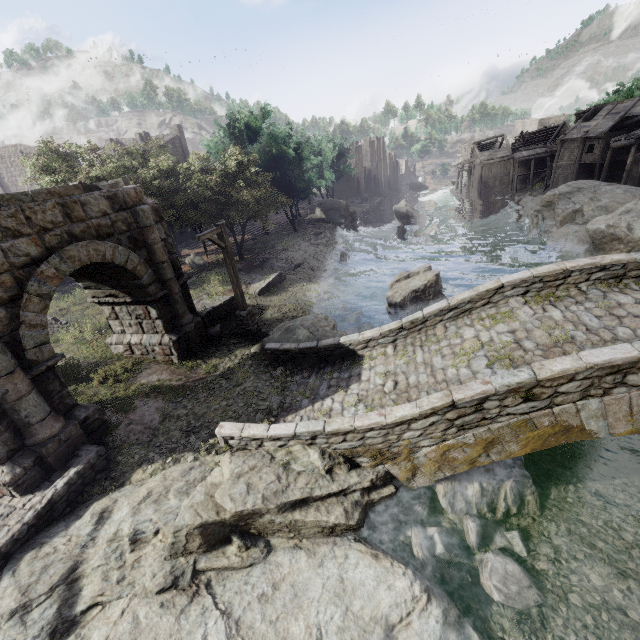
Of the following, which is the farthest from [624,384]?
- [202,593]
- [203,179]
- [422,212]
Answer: [422,212]

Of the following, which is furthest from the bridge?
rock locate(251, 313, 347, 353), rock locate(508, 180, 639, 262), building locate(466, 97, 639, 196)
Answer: rock locate(508, 180, 639, 262)

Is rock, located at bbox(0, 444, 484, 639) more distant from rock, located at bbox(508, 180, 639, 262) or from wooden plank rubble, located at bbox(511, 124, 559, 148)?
wooden plank rubble, located at bbox(511, 124, 559, 148)

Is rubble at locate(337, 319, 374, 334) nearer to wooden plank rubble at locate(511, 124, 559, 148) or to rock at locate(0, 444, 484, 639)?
rock at locate(0, 444, 484, 639)

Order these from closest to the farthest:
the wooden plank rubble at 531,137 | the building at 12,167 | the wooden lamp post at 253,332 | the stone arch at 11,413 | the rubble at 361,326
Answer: the stone arch at 11,413, the wooden lamp post at 253,332, the rubble at 361,326, the building at 12,167, the wooden plank rubble at 531,137

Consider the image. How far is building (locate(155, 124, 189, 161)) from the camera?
40.03m

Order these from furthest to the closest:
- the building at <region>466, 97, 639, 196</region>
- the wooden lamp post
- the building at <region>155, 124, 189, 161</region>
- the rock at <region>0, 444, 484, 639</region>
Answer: the building at <region>155, 124, 189, 161</region>, the building at <region>466, 97, 639, 196</region>, the wooden lamp post, the rock at <region>0, 444, 484, 639</region>

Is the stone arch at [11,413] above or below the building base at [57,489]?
above
